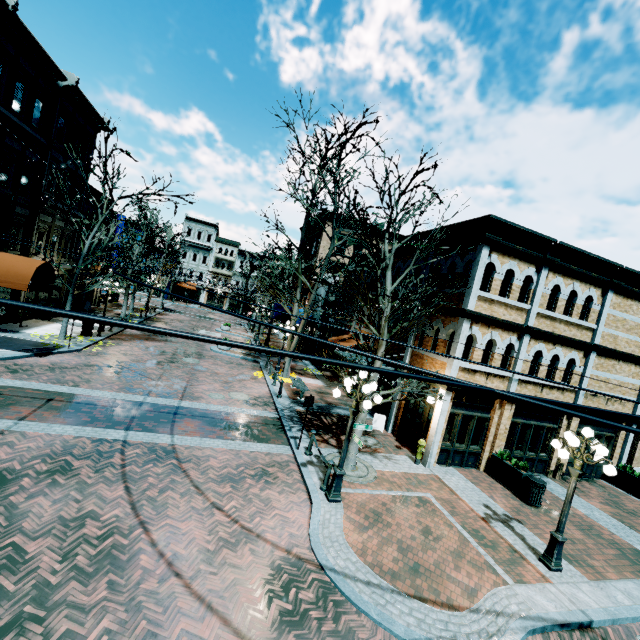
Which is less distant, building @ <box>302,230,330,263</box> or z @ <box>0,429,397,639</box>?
z @ <box>0,429,397,639</box>

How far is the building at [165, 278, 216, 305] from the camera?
53.5 meters

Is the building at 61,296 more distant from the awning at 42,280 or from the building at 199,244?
the building at 199,244

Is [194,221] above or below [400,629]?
above

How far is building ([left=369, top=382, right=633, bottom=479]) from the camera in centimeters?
1262cm

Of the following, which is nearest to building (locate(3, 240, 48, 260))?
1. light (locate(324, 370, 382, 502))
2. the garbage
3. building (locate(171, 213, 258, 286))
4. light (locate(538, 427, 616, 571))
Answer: the garbage

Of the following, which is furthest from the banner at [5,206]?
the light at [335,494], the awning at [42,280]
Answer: the light at [335,494]

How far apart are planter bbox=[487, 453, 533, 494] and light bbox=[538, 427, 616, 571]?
3.48m
